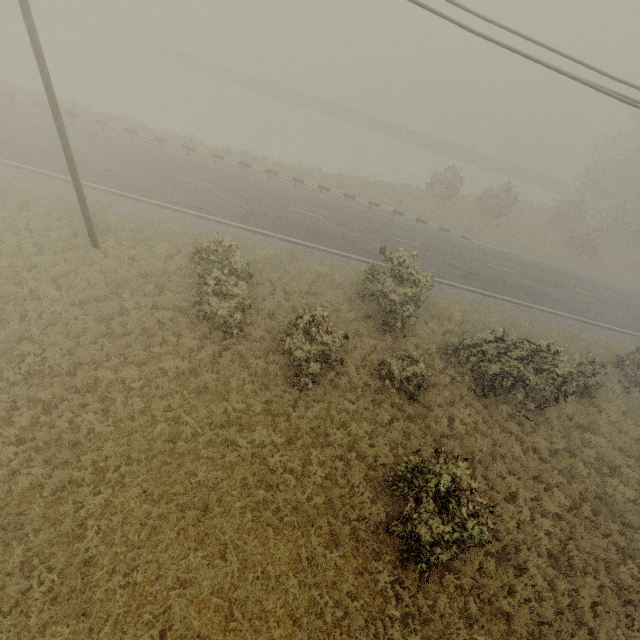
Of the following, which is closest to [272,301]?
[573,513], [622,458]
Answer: [573,513]
